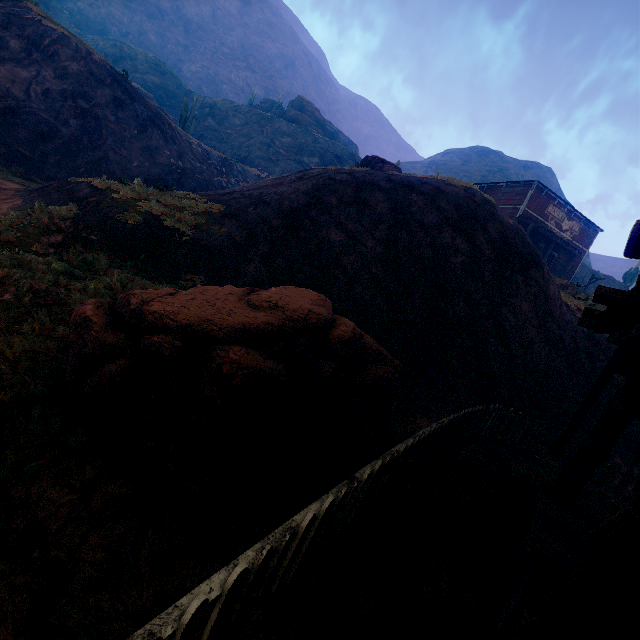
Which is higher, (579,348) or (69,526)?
(579,348)

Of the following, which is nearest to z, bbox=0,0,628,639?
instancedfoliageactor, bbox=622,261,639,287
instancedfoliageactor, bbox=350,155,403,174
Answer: instancedfoliageactor, bbox=350,155,403,174

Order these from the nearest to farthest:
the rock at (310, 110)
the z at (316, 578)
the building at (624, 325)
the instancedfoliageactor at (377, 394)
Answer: the building at (624, 325) < the z at (316, 578) < the instancedfoliageactor at (377, 394) < the rock at (310, 110)

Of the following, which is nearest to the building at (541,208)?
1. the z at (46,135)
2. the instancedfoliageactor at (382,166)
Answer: the z at (46,135)

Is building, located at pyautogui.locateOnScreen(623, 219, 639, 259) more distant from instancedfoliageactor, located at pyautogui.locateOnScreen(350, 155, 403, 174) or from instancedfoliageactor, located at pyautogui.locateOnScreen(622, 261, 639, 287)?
instancedfoliageactor, located at pyautogui.locateOnScreen(622, 261, 639, 287)

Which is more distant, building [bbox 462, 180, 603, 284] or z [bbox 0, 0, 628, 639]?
building [bbox 462, 180, 603, 284]

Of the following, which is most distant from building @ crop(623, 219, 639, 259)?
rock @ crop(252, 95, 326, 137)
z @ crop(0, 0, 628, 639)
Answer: rock @ crop(252, 95, 326, 137)

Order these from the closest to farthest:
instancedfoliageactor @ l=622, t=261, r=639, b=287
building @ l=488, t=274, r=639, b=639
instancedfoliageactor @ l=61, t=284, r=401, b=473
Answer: building @ l=488, t=274, r=639, b=639, instancedfoliageactor @ l=61, t=284, r=401, b=473, instancedfoliageactor @ l=622, t=261, r=639, b=287
